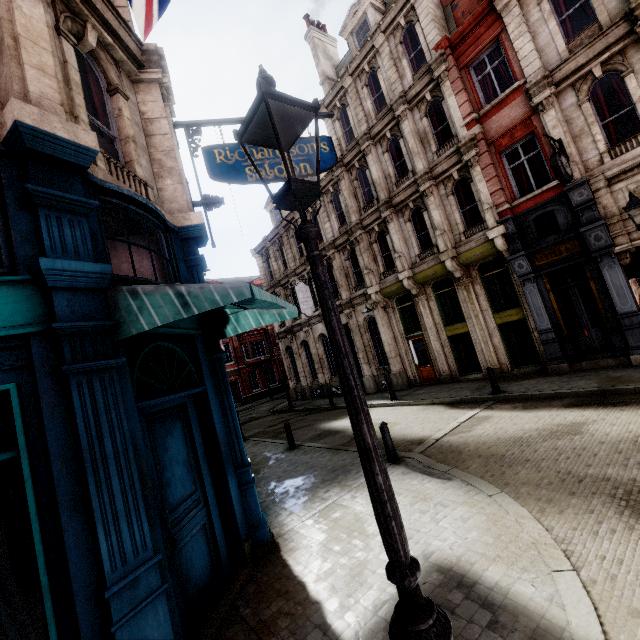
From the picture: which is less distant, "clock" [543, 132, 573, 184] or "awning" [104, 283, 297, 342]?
"awning" [104, 283, 297, 342]

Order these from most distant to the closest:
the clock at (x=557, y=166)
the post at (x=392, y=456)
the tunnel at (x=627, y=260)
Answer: the tunnel at (x=627, y=260), the clock at (x=557, y=166), the post at (x=392, y=456)

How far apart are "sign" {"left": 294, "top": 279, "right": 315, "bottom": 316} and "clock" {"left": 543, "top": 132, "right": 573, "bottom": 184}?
14.78m

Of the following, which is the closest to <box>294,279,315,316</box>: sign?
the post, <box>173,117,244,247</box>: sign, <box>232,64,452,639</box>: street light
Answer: <box>173,117,244,247</box>: sign

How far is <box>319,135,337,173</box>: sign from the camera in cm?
745

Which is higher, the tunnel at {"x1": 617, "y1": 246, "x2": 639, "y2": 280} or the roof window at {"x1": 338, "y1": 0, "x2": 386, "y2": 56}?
the roof window at {"x1": 338, "y1": 0, "x2": 386, "y2": 56}

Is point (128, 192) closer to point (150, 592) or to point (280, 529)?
point (150, 592)

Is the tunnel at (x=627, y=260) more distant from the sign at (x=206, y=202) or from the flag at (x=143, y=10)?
the flag at (x=143, y=10)
